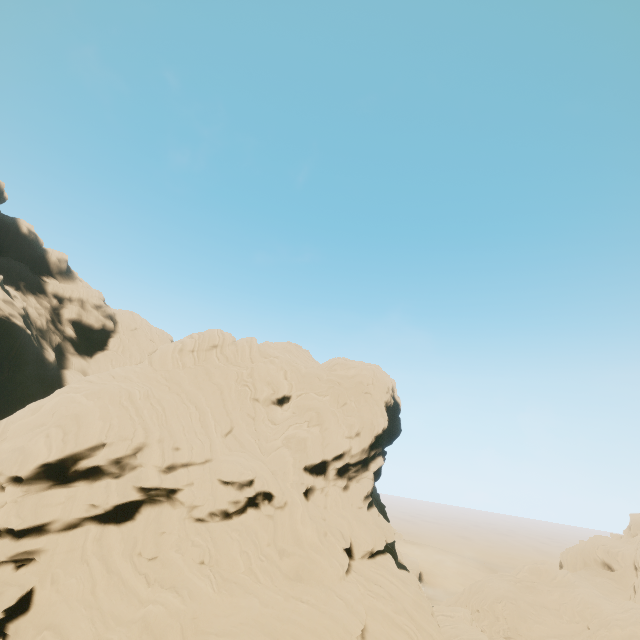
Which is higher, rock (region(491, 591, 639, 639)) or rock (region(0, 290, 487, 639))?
rock (region(0, 290, 487, 639))

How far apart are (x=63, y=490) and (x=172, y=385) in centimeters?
1333cm

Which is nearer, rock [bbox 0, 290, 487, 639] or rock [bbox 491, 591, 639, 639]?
rock [bbox 0, 290, 487, 639]

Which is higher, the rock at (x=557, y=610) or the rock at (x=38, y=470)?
the rock at (x=38, y=470)

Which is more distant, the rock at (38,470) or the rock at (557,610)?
the rock at (557,610)
